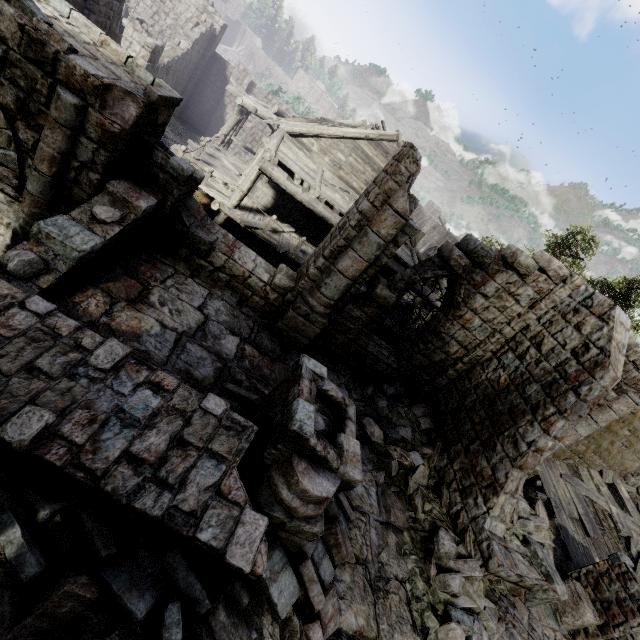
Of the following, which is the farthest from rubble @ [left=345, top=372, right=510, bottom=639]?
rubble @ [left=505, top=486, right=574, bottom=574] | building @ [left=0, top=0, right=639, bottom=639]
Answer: rubble @ [left=505, top=486, right=574, bottom=574]

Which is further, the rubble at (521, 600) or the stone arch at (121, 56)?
the rubble at (521, 600)

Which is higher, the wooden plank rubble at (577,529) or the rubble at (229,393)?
the wooden plank rubble at (577,529)

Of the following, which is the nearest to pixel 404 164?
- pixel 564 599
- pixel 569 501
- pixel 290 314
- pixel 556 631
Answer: pixel 290 314

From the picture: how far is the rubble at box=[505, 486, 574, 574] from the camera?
9.3m

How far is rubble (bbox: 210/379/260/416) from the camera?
5.5m

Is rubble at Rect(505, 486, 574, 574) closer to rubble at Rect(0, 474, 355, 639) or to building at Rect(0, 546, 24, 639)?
building at Rect(0, 546, 24, 639)
